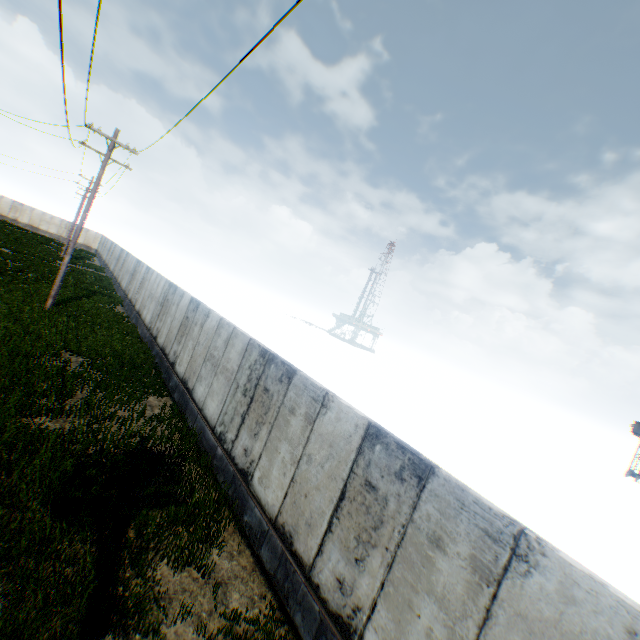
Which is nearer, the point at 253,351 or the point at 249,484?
the point at 249,484
